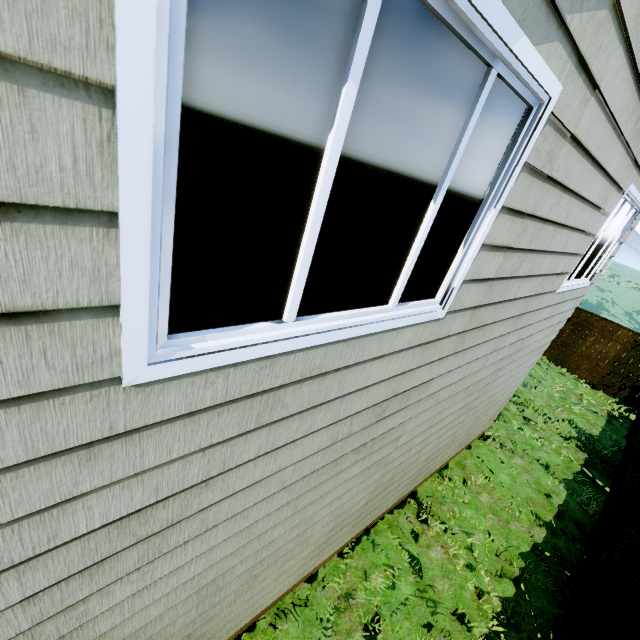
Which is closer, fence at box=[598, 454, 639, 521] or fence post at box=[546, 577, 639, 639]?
fence post at box=[546, 577, 639, 639]

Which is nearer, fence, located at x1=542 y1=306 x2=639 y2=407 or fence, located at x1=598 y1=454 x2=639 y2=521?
fence, located at x1=598 y1=454 x2=639 y2=521

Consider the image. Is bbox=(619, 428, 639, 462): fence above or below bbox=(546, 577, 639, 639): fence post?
below

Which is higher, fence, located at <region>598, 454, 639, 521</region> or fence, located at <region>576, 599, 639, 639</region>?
fence, located at <region>576, 599, 639, 639</region>

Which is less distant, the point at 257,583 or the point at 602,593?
the point at 257,583

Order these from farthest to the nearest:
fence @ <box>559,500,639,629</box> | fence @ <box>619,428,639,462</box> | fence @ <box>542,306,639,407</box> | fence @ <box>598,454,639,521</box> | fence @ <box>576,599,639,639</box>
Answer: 1. fence @ <box>542,306,639,407</box>
2. fence @ <box>619,428,639,462</box>
3. fence @ <box>598,454,639,521</box>
4. fence @ <box>559,500,639,629</box>
5. fence @ <box>576,599,639,639</box>

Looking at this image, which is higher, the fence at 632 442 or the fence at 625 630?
the fence at 625 630

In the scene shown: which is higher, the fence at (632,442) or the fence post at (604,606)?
the fence post at (604,606)
